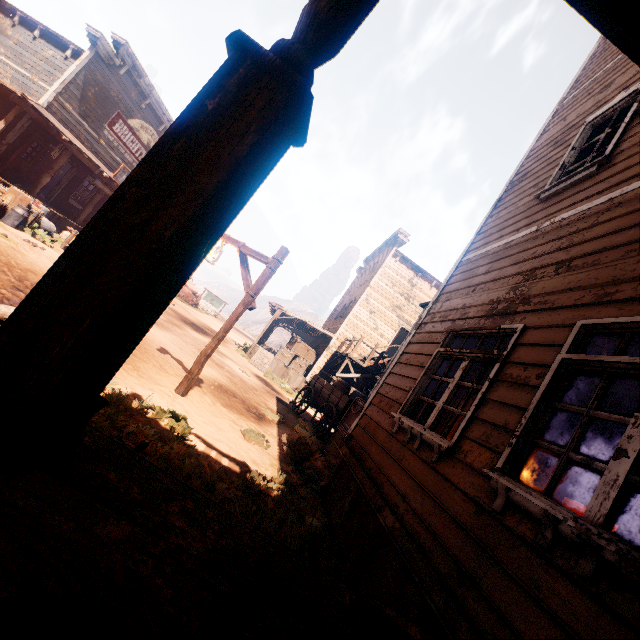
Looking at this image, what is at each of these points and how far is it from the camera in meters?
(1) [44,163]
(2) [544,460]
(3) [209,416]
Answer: (1) shop shelf, 17.3
(2) curtain, 2.4
(3) z, 5.8

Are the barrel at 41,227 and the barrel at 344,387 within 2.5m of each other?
no

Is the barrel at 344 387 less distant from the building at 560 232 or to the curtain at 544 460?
the building at 560 232

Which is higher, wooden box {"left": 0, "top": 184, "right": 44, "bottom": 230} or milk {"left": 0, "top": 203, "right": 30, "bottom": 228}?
wooden box {"left": 0, "top": 184, "right": 44, "bottom": 230}

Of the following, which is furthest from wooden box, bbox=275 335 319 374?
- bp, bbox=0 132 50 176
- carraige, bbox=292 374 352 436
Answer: bp, bbox=0 132 50 176

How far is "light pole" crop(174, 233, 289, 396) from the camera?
5.9m

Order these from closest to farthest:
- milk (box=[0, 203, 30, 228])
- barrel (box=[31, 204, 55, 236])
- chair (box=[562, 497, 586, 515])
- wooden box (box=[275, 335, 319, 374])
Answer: chair (box=[562, 497, 586, 515]) < milk (box=[0, 203, 30, 228]) < barrel (box=[31, 204, 55, 236]) < wooden box (box=[275, 335, 319, 374])

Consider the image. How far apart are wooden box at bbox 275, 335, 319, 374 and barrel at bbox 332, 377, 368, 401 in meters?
7.5 m
